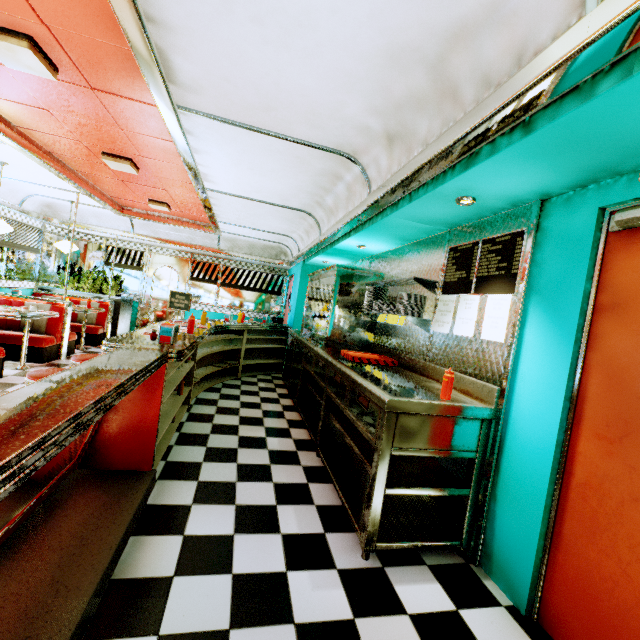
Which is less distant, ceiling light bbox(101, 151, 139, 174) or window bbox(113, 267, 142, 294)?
ceiling light bbox(101, 151, 139, 174)

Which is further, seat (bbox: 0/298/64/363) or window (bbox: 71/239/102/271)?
window (bbox: 71/239/102/271)

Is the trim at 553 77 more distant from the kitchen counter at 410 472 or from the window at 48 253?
the kitchen counter at 410 472

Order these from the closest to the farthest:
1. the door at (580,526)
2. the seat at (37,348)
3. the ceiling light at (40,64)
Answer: the door at (580,526) < the ceiling light at (40,64) < the seat at (37,348)

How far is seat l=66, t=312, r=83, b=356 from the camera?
6.3m

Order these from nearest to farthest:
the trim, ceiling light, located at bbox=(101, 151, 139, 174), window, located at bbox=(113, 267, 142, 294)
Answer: the trim, ceiling light, located at bbox=(101, 151, 139, 174), window, located at bbox=(113, 267, 142, 294)

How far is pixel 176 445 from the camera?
3.4m

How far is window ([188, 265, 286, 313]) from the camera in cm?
930
